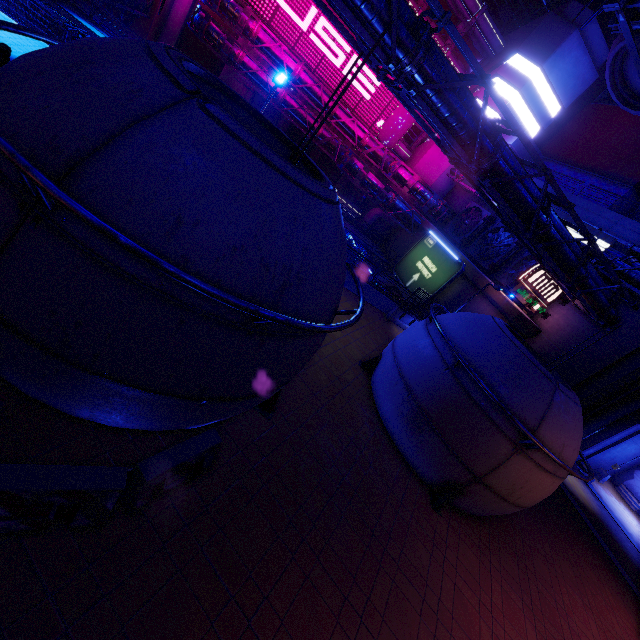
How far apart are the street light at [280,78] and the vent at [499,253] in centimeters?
2422cm

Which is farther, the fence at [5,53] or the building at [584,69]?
the building at [584,69]

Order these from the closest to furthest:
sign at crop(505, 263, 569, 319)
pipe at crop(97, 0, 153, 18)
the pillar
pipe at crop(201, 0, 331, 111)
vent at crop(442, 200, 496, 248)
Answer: sign at crop(505, 263, 569, 319), pipe at crop(97, 0, 153, 18), pipe at crop(201, 0, 331, 111), vent at crop(442, 200, 496, 248), the pillar

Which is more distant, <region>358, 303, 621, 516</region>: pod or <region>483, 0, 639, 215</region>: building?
<region>483, 0, 639, 215</region>: building

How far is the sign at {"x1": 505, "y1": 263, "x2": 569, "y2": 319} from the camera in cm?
2131

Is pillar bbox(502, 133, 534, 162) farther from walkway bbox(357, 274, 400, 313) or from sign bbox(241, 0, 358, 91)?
walkway bbox(357, 274, 400, 313)

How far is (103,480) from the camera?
4.3m

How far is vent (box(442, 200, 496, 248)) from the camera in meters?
32.2
